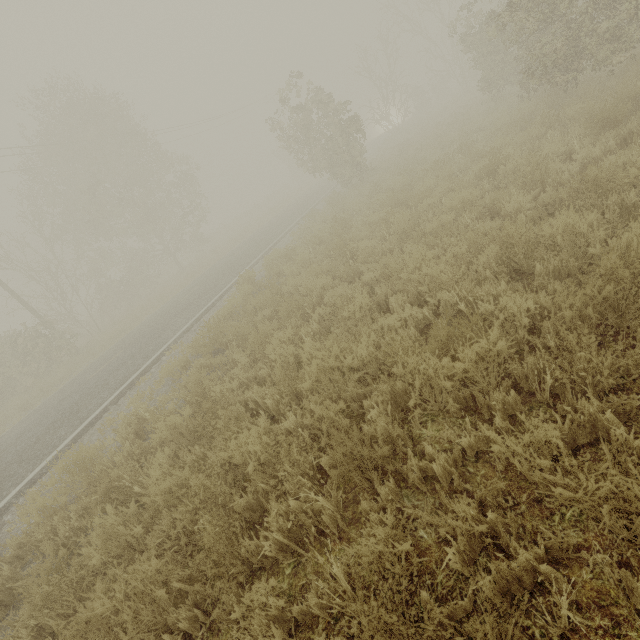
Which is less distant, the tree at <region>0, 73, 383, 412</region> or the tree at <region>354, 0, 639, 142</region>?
the tree at <region>354, 0, 639, 142</region>

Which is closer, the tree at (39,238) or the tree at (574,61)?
the tree at (574,61)

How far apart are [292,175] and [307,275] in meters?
46.5 m
